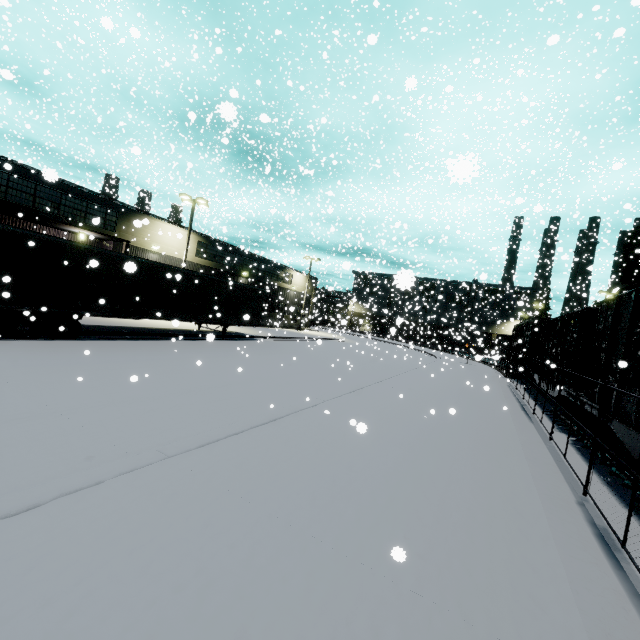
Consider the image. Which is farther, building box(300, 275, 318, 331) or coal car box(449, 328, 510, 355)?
building box(300, 275, 318, 331)

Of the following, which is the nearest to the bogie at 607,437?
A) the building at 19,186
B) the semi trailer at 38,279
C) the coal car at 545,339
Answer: the coal car at 545,339

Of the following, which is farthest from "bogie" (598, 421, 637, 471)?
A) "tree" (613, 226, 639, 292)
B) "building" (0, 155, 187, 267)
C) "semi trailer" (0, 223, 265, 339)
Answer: "building" (0, 155, 187, 267)

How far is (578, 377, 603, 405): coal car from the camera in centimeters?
827cm

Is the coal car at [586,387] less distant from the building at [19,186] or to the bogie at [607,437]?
the bogie at [607,437]

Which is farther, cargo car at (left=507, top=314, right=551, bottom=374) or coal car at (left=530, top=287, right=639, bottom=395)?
cargo car at (left=507, top=314, right=551, bottom=374)

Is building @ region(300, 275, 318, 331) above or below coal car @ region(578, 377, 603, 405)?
above

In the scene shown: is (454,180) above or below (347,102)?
below
